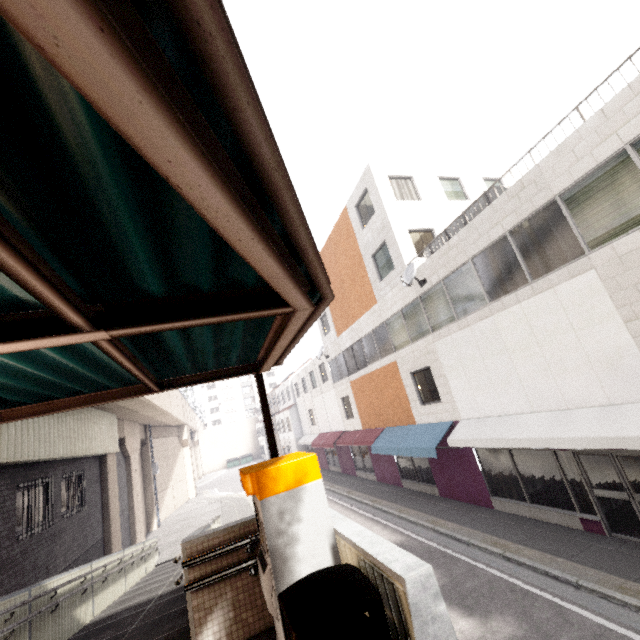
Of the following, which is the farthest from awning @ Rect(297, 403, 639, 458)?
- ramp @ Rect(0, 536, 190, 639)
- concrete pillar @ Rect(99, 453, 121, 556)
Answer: concrete pillar @ Rect(99, 453, 121, 556)

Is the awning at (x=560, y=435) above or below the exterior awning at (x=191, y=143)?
below

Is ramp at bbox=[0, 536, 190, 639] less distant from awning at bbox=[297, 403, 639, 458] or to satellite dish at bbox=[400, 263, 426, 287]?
awning at bbox=[297, 403, 639, 458]

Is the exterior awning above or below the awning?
above

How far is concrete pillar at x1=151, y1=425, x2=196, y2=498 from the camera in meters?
26.8

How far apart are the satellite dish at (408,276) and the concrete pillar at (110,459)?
14.79m

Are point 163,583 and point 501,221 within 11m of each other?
no

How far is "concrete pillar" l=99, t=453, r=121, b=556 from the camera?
13.3m
